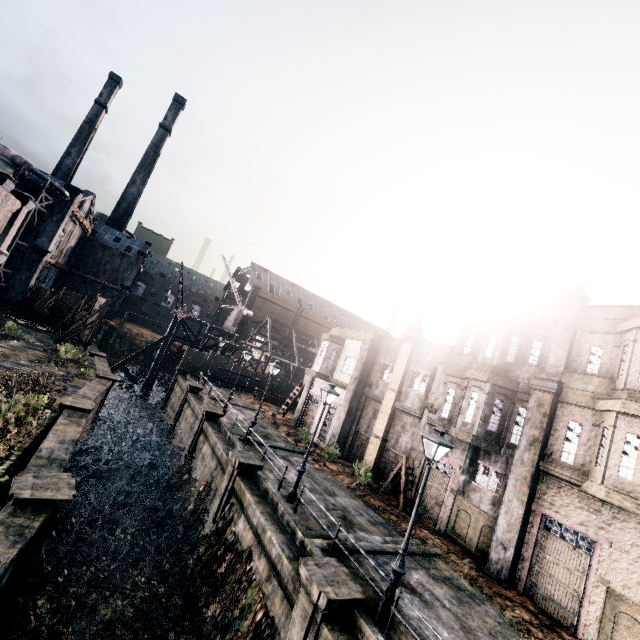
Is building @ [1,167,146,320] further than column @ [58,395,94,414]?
Yes

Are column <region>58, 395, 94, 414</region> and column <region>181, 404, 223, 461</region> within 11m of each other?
yes

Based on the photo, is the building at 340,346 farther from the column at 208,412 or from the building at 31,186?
the building at 31,186

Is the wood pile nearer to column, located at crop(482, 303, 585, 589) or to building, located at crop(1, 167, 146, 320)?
building, located at crop(1, 167, 146, 320)

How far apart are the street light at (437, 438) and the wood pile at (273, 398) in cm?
3144

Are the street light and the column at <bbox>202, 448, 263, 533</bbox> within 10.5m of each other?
yes

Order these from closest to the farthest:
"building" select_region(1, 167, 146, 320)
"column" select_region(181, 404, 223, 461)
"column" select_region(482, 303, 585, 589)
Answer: "column" select_region(482, 303, 585, 589)
"column" select_region(181, 404, 223, 461)
"building" select_region(1, 167, 146, 320)

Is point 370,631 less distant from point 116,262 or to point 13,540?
point 13,540
